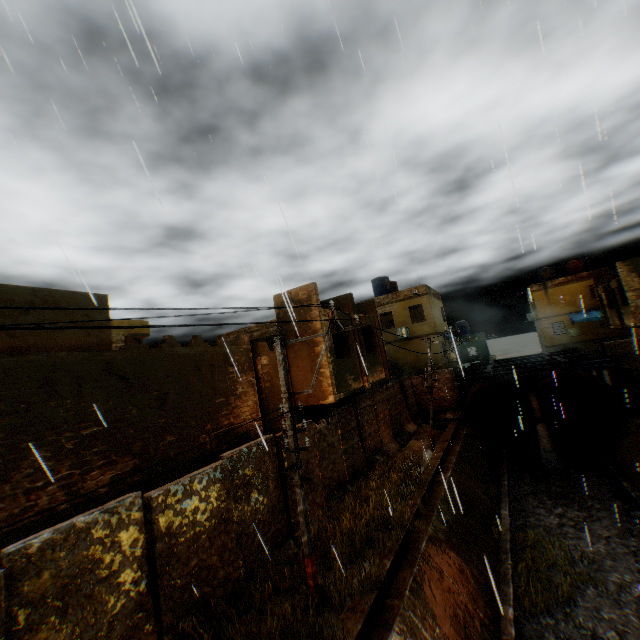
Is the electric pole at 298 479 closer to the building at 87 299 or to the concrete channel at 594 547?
the concrete channel at 594 547

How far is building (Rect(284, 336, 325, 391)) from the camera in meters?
13.1

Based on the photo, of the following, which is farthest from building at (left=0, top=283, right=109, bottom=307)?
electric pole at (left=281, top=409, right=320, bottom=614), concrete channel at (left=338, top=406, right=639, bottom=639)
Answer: electric pole at (left=281, top=409, right=320, bottom=614)

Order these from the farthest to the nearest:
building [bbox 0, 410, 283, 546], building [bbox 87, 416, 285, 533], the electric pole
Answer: building [bbox 87, 416, 285, 533] < the electric pole < building [bbox 0, 410, 283, 546]

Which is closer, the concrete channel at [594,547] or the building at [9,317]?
the building at [9,317]

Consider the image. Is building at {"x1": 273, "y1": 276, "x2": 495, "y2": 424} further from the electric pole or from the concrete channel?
the electric pole

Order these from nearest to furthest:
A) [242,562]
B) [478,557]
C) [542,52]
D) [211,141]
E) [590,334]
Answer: [542,52] → [242,562] → [478,557] → [211,141] → [590,334]
